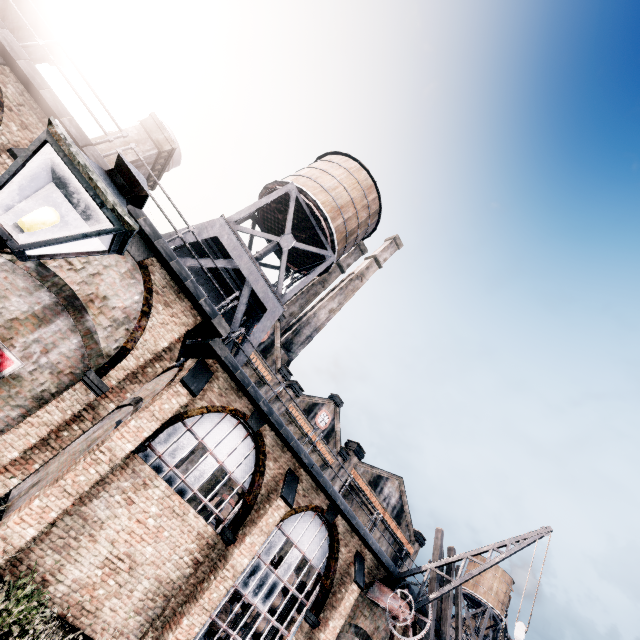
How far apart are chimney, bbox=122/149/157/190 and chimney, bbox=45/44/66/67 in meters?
4.9

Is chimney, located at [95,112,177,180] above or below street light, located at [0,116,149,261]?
above

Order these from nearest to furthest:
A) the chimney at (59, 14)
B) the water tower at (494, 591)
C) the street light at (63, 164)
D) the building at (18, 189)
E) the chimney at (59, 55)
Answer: the street light at (63, 164) < the building at (18, 189) < the chimney at (59, 14) < the chimney at (59, 55) < the water tower at (494, 591)

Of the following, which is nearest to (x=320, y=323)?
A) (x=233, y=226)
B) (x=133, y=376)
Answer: (x=233, y=226)

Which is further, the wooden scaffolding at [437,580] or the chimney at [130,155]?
the wooden scaffolding at [437,580]

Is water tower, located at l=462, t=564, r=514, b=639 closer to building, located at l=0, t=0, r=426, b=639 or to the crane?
building, located at l=0, t=0, r=426, b=639

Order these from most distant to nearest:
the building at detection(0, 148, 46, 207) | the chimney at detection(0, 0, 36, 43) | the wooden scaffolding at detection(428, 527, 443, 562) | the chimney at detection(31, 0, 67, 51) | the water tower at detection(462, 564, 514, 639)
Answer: the water tower at detection(462, 564, 514, 639)
the wooden scaffolding at detection(428, 527, 443, 562)
the chimney at detection(31, 0, 67, 51)
the chimney at detection(0, 0, 36, 43)
the building at detection(0, 148, 46, 207)
